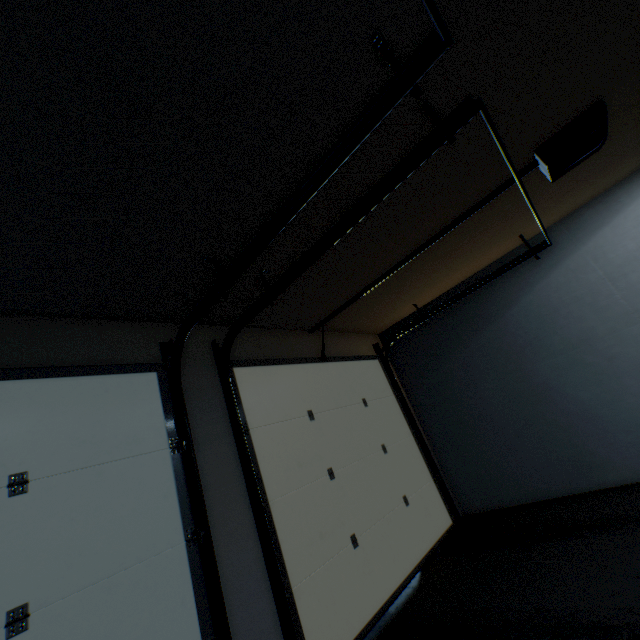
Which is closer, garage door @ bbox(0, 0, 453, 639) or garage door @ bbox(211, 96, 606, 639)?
garage door @ bbox(0, 0, 453, 639)

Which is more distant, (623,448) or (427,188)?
(623,448)

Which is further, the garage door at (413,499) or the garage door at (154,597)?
the garage door at (413,499)
